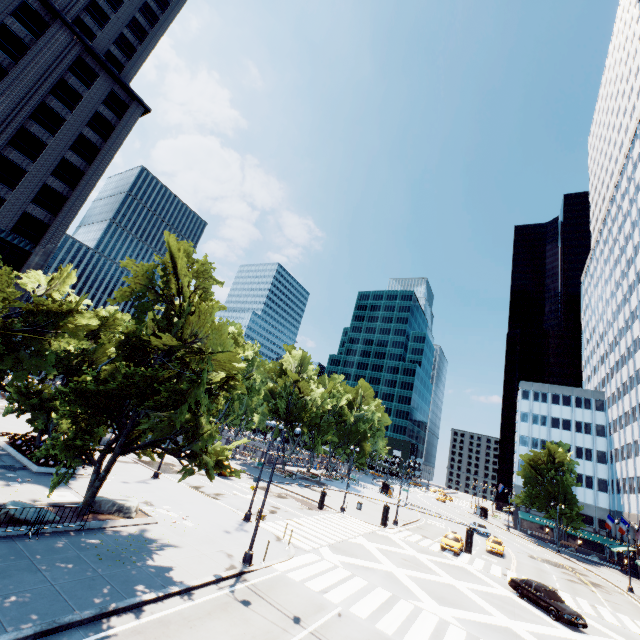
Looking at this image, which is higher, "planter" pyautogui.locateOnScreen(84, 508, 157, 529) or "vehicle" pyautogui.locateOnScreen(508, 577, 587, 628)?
"vehicle" pyautogui.locateOnScreen(508, 577, 587, 628)

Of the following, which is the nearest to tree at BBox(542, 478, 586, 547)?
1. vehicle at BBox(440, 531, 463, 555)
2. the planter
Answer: the planter

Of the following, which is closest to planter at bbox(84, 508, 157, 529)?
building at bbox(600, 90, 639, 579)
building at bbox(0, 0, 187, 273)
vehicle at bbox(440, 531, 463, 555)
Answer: building at bbox(0, 0, 187, 273)

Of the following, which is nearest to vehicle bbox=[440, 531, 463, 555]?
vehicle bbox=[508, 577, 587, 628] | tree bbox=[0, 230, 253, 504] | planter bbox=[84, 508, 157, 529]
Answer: vehicle bbox=[508, 577, 587, 628]

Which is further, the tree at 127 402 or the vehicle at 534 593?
the vehicle at 534 593

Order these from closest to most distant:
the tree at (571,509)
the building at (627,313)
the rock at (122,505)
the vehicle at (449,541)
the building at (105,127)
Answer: the rock at (122,505) → the vehicle at (449,541) → the building at (105,127) → the building at (627,313) → the tree at (571,509)

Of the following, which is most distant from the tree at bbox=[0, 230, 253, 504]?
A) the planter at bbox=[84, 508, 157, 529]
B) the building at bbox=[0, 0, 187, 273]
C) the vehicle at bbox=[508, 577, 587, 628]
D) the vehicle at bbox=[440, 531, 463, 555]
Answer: the vehicle at bbox=[508, 577, 587, 628]

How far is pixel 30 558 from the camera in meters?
12.1 m
